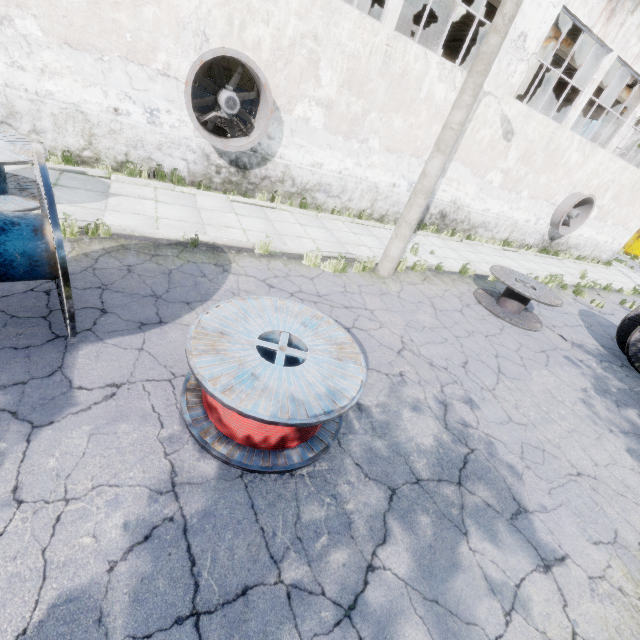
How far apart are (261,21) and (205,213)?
4.90m

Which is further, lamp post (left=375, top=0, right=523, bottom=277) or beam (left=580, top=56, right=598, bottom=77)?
beam (left=580, top=56, right=598, bottom=77)

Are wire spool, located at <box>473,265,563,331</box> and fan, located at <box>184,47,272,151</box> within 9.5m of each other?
yes

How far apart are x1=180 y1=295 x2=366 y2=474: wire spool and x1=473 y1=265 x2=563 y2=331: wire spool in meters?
6.3

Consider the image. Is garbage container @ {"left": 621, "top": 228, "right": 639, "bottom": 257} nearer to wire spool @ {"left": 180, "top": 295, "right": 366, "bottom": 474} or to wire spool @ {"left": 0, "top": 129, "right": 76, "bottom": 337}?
wire spool @ {"left": 180, "top": 295, "right": 366, "bottom": 474}

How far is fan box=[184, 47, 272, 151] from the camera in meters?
7.7

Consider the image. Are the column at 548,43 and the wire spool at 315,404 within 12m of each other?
no

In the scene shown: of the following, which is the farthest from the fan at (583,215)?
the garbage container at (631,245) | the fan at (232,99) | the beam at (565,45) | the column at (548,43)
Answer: the garbage container at (631,245)
